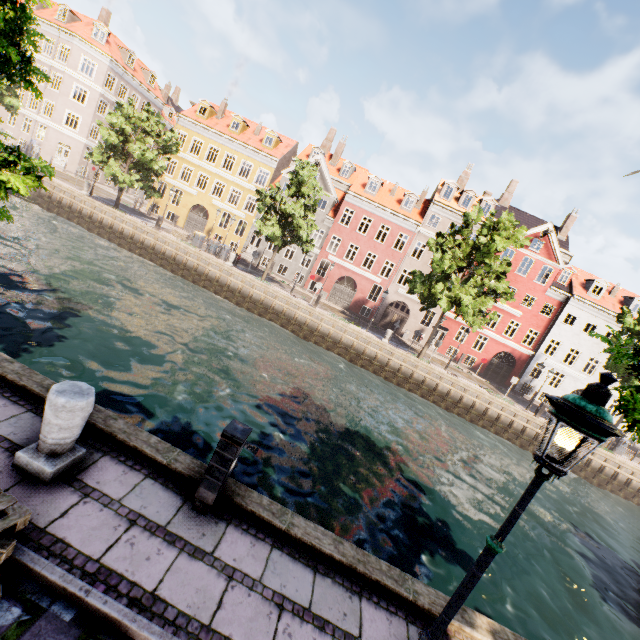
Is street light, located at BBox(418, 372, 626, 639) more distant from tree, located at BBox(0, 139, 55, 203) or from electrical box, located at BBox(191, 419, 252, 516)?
electrical box, located at BBox(191, 419, 252, 516)

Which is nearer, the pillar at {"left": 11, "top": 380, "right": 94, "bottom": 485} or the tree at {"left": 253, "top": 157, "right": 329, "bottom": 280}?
the pillar at {"left": 11, "top": 380, "right": 94, "bottom": 485}

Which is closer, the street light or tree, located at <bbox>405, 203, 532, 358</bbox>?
the street light

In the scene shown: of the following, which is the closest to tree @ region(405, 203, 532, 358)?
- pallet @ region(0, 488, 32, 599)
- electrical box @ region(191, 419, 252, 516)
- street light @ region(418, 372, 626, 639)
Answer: street light @ region(418, 372, 626, 639)

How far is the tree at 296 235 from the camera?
23.1m

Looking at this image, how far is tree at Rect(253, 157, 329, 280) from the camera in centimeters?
2312cm

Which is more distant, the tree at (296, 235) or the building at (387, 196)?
the building at (387, 196)

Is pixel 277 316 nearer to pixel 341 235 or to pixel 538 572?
pixel 341 235
